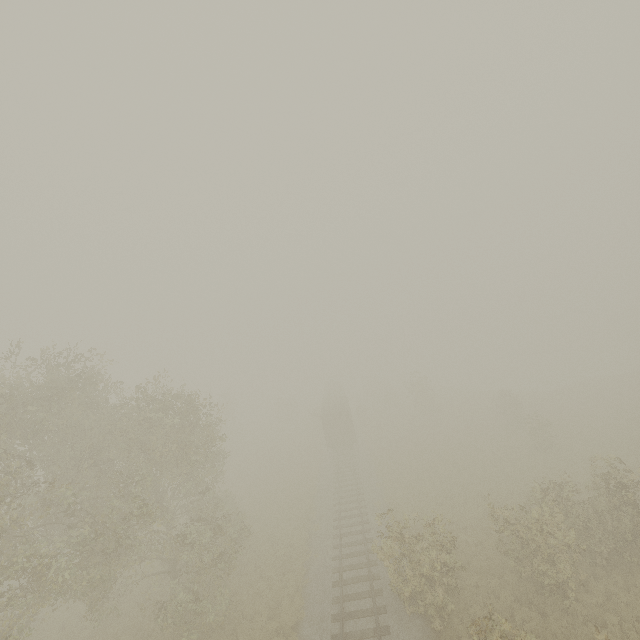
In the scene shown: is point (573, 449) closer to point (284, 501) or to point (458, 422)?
point (458, 422)

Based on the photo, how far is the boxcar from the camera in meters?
35.5 m

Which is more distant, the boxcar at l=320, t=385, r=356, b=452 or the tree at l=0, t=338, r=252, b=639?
the boxcar at l=320, t=385, r=356, b=452

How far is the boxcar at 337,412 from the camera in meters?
35.5

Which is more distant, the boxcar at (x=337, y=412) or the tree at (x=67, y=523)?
the boxcar at (x=337, y=412)
